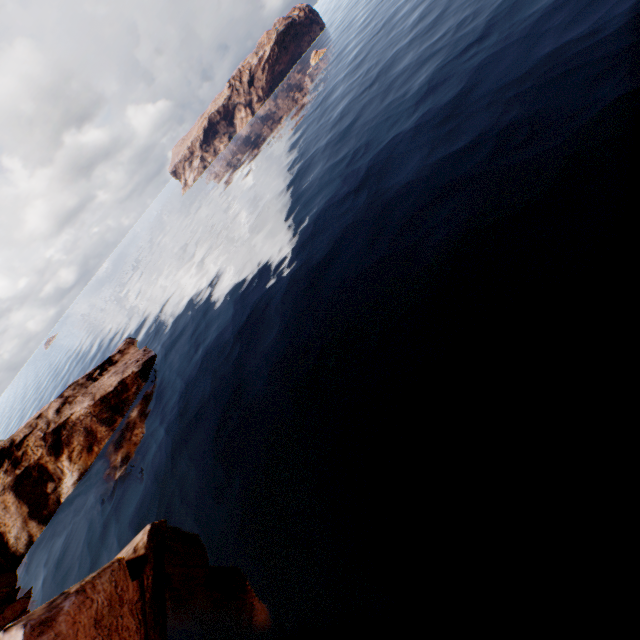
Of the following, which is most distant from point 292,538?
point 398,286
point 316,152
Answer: point 316,152
